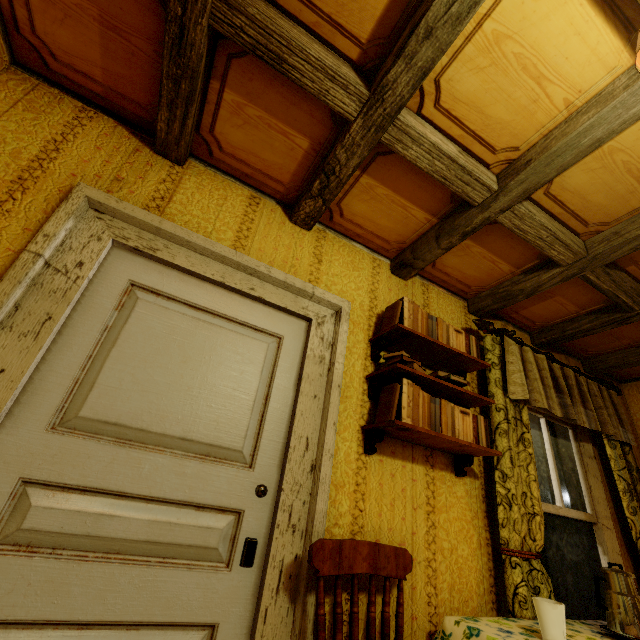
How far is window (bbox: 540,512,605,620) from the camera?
2.1 meters

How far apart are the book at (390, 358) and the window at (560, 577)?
0.79m

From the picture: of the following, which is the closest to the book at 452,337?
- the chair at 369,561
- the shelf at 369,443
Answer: the shelf at 369,443

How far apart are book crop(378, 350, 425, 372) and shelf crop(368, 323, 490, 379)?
0.05m

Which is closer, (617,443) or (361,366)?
(361,366)

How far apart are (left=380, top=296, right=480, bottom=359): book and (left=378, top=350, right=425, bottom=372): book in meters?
0.2 m

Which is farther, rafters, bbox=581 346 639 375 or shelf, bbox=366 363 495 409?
rafters, bbox=581 346 639 375

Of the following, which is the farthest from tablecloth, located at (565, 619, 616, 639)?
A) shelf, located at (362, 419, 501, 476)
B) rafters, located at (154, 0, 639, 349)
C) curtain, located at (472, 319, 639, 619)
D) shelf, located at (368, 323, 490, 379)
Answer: rafters, located at (154, 0, 639, 349)
